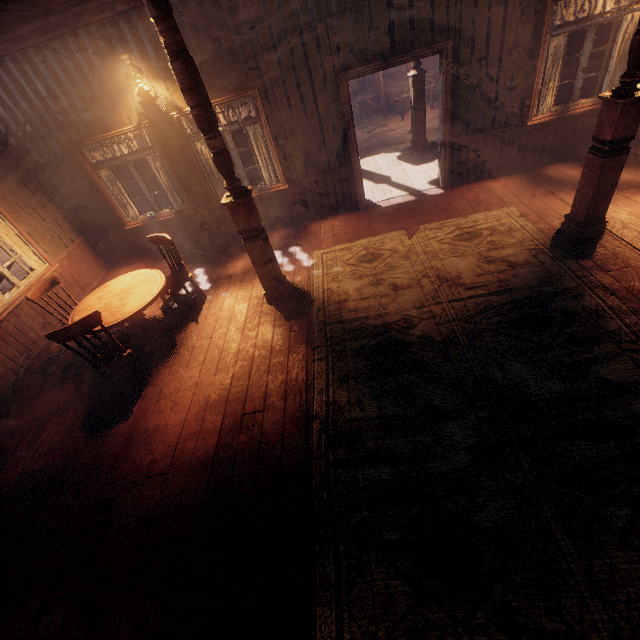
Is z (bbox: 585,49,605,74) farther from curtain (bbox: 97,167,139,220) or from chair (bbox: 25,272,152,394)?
chair (bbox: 25,272,152,394)

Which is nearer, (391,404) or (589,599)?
(589,599)

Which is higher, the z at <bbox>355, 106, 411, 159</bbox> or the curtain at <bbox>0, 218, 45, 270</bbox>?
the curtain at <bbox>0, 218, 45, 270</bbox>

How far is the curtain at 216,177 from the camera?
5.83m

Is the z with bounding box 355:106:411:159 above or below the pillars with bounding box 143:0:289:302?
below

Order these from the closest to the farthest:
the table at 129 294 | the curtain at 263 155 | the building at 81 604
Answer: the building at 81 604, the table at 129 294, the curtain at 263 155

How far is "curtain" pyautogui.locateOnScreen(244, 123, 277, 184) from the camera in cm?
568

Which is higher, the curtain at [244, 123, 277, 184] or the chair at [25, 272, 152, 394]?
the curtain at [244, 123, 277, 184]
